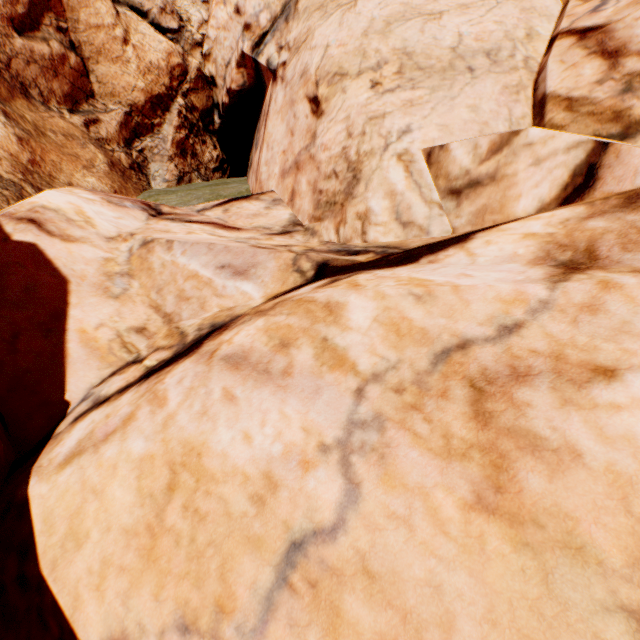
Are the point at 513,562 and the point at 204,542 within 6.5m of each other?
yes
